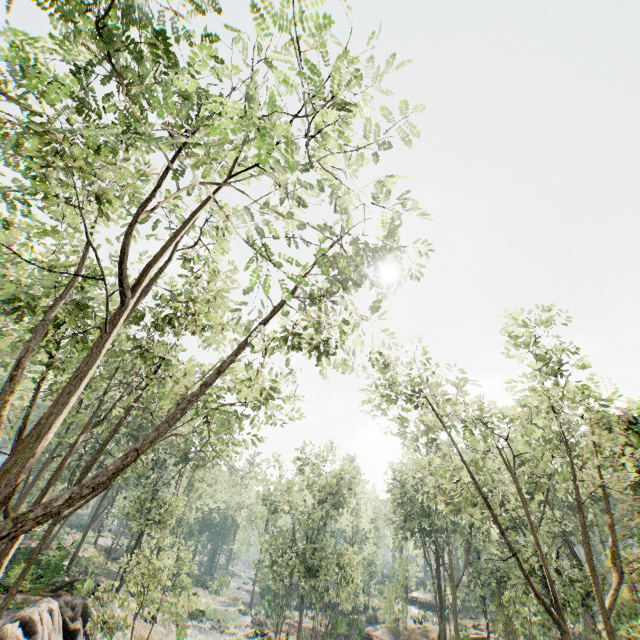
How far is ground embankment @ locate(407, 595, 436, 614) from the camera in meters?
53.0

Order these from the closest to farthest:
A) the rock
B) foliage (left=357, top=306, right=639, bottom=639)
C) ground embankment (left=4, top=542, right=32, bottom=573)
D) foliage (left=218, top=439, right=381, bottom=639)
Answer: foliage (left=357, top=306, right=639, bottom=639), the rock, ground embankment (left=4, top=542, right=32, bottom=573), foliage (left=218, top=439, right=381, bottom=639)

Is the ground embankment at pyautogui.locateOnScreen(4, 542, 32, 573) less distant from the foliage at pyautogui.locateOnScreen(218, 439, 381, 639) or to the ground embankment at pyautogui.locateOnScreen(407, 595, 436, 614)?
the foliage at pyautogui.locateOnScreen(218, 439, 381, 639)

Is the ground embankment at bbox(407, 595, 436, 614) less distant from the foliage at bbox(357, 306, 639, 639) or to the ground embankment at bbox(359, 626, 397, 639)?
the foliage at bbox(357, 306, 639, 639)

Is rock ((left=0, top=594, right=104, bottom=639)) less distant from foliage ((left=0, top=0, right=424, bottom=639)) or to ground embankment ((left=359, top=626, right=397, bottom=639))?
foliage ((left=0, top=0, right=424, bottom=639))

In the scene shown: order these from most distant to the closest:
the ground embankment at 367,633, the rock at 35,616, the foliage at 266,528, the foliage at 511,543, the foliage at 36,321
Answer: the ground embankment at 367,633 → the foliage at 266,528 → the rock at 35,616 → the foliage at 511,543 → the foliage at 36,321

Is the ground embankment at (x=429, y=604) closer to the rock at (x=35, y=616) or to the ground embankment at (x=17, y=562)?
the rock at (x=35, y=616)

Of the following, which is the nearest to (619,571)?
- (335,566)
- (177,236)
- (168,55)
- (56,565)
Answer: (177,236)
